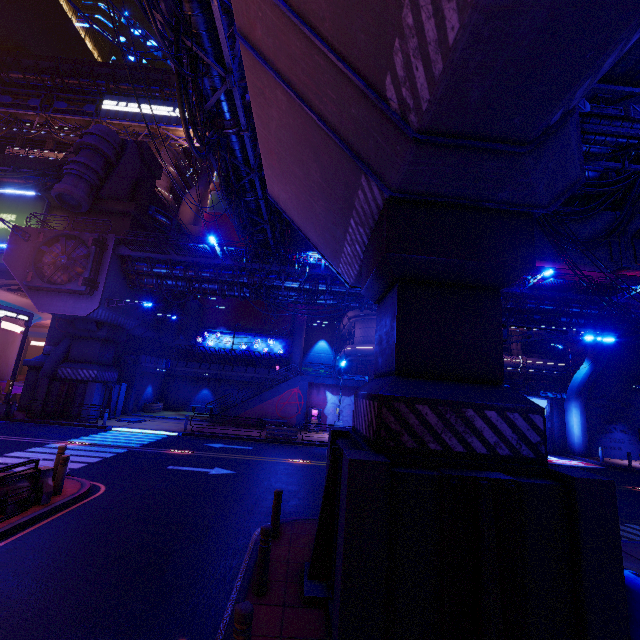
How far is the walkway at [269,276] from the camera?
23.9m

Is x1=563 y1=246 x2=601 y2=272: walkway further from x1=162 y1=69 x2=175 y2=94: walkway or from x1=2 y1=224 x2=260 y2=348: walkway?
x1=162 y1=69 x2=175 y2=94: walkway

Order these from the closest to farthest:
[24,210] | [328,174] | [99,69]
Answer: [328,174]
[24,210]
[99,69]

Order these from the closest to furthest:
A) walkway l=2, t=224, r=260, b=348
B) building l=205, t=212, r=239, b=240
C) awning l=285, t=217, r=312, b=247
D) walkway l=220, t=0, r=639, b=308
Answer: walkway l=220, t=0, r=639, b=308
walkway l=2, t=224, r=260, b=348
awning l=285, t=217, r=312, b=247
building l=205, t=212, r=239, b=240

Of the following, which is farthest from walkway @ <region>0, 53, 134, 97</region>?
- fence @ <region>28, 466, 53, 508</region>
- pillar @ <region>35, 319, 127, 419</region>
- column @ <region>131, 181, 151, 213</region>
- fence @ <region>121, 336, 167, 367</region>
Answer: fence @ <region>28, 466, 53, 508</region>

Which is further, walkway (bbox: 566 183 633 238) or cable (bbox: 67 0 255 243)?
walkway (bbox: 566 183 633 238)

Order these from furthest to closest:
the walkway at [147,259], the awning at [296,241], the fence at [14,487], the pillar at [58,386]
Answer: the awning at [296,241]
the pillar at [58,386]
the walkway at [147,259]
the fence at [14,487]

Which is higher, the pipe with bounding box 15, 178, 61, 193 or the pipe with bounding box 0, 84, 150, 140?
the pipe with bounding box 0, 84, 150, 140
